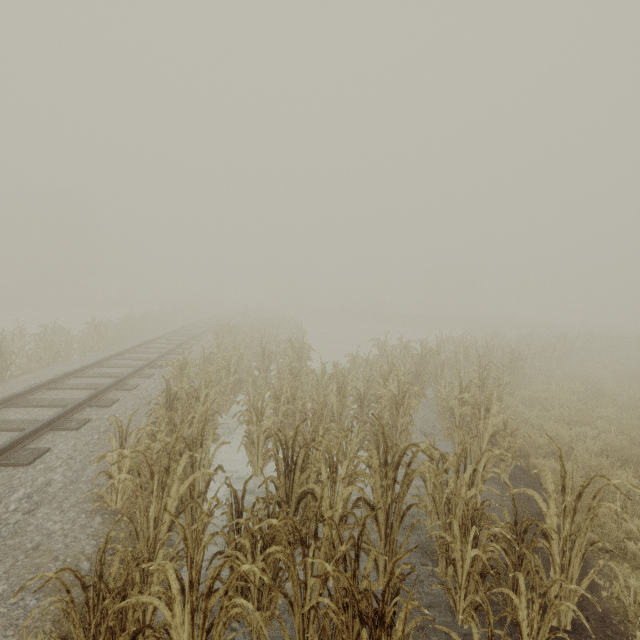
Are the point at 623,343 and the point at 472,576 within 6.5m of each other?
no
